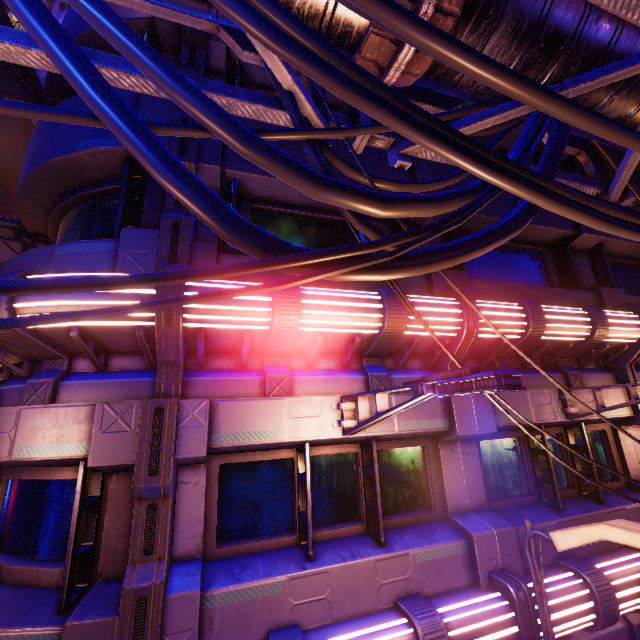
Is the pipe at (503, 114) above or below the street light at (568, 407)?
above

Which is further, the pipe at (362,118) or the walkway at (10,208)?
the walkway at (10,208)

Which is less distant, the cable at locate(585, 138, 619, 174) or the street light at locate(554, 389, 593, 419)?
the cable at locate(585, 138, 619, 174)

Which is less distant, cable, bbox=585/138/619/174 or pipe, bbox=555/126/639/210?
Answer: pipe, bbox=555/126/639/210

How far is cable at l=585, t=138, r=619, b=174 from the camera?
5.4 meters

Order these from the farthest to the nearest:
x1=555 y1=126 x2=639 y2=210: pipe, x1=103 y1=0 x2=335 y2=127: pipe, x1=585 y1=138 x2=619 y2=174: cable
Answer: x1=585 y1=138 x2=619 y2=174: cable
x1=555 y1=126 x2=639 y2=210: pipe
x1=103 y1=0 x2=335 y2=127: pipe

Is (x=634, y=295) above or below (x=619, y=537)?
above

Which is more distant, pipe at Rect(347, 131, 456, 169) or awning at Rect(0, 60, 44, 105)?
awning at Rect(0, 60, 44, 105)
